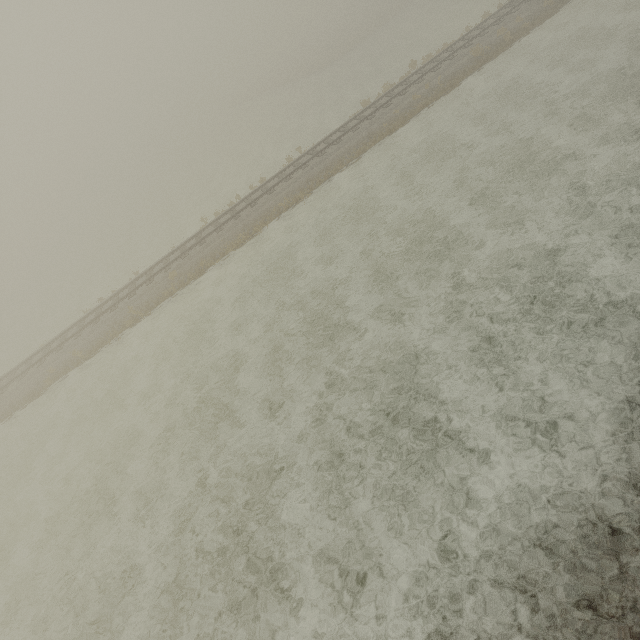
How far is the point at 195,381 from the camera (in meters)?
13.78
